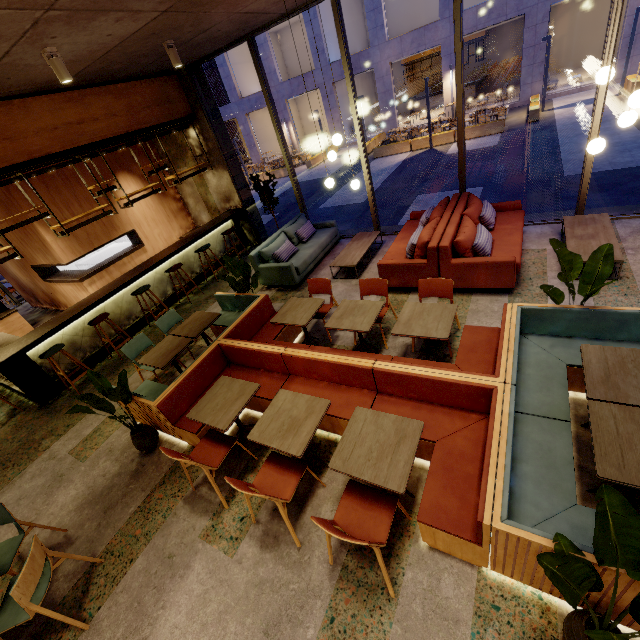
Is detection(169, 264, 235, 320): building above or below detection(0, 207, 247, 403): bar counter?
below

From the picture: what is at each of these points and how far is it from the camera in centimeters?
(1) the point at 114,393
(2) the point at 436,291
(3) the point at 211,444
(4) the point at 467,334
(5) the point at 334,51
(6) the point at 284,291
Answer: (1) tree, 377cm
(2) chair, 434cm
(3) chair, 360cm
(4) seat, 388cm
(5) building, 2158cm
(6) building, 709cm

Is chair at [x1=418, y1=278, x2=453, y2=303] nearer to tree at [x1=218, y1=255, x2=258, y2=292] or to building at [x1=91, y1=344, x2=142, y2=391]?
building at [x1=91, y1=344, x2=142, y2=391]

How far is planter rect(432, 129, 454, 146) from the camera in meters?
15.4 m

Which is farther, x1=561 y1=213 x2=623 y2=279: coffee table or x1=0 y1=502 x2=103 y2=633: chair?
x1=561 y1=213 x2=623 y2=279: coffee table

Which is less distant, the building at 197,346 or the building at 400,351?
the building at 400,351
